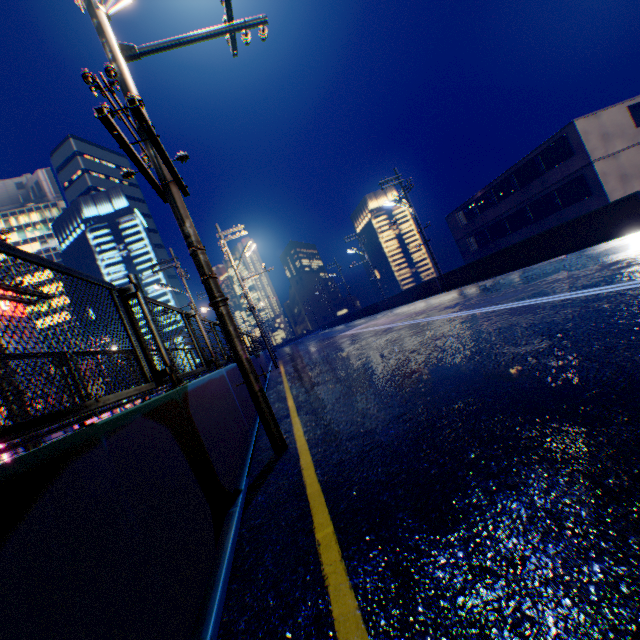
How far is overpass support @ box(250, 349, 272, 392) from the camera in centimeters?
1239cm

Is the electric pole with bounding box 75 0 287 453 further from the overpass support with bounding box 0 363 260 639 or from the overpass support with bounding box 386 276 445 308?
the overpass support with bounding box 386 276 445 308

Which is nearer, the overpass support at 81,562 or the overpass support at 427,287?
the overpass support at 81,562

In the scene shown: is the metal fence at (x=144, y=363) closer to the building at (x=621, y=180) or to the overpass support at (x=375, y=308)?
the overpass support at (x=375, y=308)

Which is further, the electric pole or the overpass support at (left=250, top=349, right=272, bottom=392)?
the overpass support at (left=250, top=349, right=272, bottom=392)

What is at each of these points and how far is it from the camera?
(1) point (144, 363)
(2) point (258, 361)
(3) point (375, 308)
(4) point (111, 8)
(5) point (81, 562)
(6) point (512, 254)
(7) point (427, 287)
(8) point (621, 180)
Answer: (1) metal fence, 3.24m
(2) overpass support, 15.08m
(3) overpass support, 40.44m
(4) light, 4.61m
(5) overpass support, 1.29m
(6) overpass support, 16.92m
(7) overpass support, 26.44m
(8) building, 21.25m

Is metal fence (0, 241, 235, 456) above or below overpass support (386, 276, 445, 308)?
above

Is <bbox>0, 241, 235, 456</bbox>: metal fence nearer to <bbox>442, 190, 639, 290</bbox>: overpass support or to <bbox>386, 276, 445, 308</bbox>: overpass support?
<bbox>442, 190, 639, 290</bbox>: overpass support
